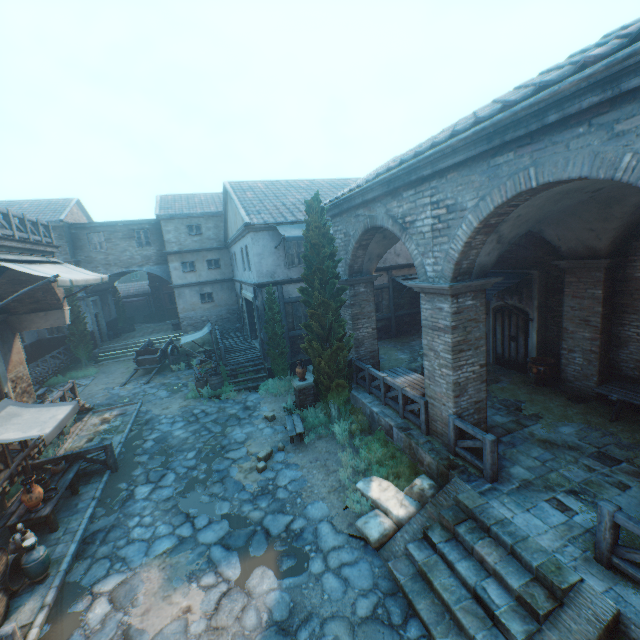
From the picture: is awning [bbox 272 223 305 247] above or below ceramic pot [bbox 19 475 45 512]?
above

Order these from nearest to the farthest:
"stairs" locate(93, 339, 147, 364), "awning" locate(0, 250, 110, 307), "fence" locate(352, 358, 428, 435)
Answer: "fence" locate(352, 358, 428, 435), "awning" locate(0, 250, 110, 307), "stairs" locate(93, 339, 147, 364)

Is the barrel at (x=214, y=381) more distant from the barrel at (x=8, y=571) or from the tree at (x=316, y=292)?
the barrel at (x=8, y=571)

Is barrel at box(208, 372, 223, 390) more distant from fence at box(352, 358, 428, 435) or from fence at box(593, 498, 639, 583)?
fence at box(593, 498, 639, 583)

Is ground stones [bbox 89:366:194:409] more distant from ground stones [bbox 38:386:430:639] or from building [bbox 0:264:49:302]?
building [bbox 0:264:49:302]

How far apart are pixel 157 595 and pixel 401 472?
5.59m

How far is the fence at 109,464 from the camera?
9.2m

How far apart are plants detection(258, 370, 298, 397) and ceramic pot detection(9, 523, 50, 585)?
8.4m
